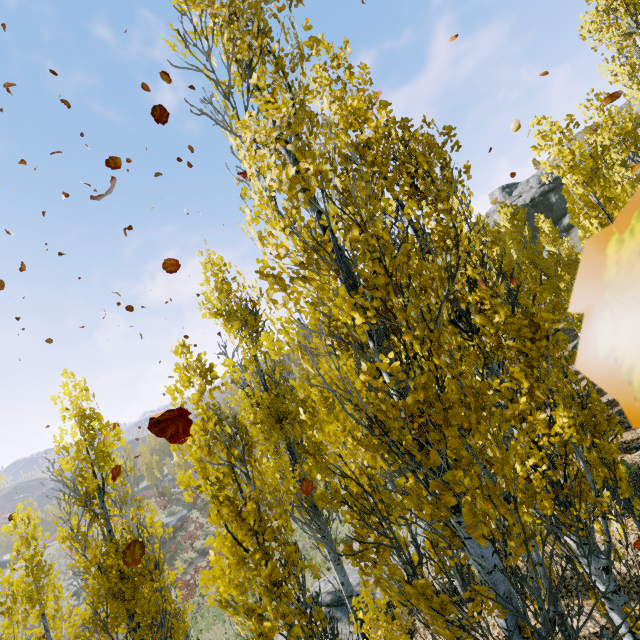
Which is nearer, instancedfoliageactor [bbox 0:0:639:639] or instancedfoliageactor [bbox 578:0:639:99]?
instancedfoliageactor [bbox 0:0:639:639]

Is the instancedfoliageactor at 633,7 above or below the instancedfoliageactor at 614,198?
above

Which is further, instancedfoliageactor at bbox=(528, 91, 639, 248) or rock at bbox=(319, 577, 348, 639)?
rock at bbox=(319, 577, 348, 639)

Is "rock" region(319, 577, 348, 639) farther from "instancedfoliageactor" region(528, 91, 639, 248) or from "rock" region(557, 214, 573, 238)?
"rock" region(557, 214, 573, 238)

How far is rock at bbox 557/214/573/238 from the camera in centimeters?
4191cm

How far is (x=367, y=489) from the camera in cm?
301

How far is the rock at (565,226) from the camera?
41.91m
